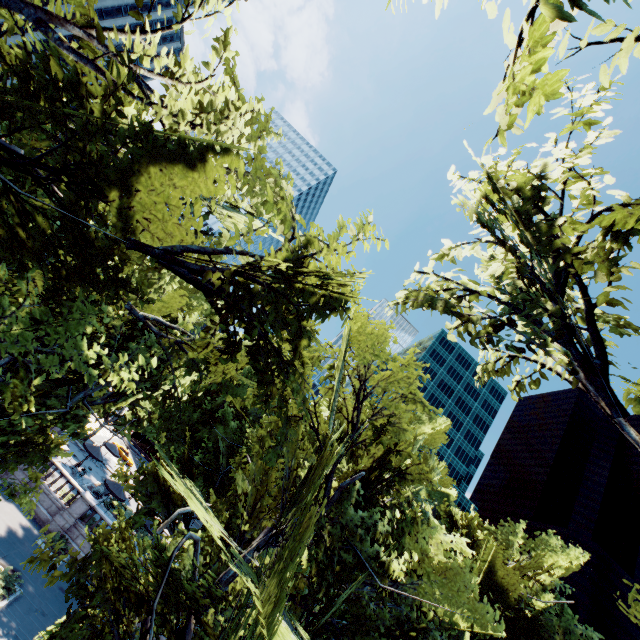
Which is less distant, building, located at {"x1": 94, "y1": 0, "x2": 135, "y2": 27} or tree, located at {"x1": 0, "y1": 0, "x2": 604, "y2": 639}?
tree, located at {"x1": 0, "y1": 0, "x2": 604, "y2": 639}

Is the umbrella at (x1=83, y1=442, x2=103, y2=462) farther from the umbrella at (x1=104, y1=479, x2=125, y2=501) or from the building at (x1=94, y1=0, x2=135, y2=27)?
the building at (x1=94, y1=0, x2=135, y2=27)

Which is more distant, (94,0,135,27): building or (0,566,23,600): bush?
(94,0,135,27): building

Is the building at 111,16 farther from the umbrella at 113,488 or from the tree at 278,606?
the umbrella at 113,488

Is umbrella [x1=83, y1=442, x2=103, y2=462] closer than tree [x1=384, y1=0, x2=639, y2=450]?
No

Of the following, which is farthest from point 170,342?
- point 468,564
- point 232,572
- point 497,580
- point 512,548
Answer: point 512,548

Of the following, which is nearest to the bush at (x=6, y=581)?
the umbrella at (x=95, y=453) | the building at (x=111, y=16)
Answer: the umbrella at (x=95, y=453)

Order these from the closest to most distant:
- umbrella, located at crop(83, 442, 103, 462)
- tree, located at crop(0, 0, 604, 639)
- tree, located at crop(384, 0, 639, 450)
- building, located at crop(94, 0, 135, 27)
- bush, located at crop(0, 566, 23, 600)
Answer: tree, located at crop(384, 0, 639, 450) → tree, located at crop(0, 0, 604, 639) → bush, located at crop(0, 566, 23, 600) → umbrella, located at crop(83, 442, 103, 462) → building, located at crop(94, 0, 135, 27)
